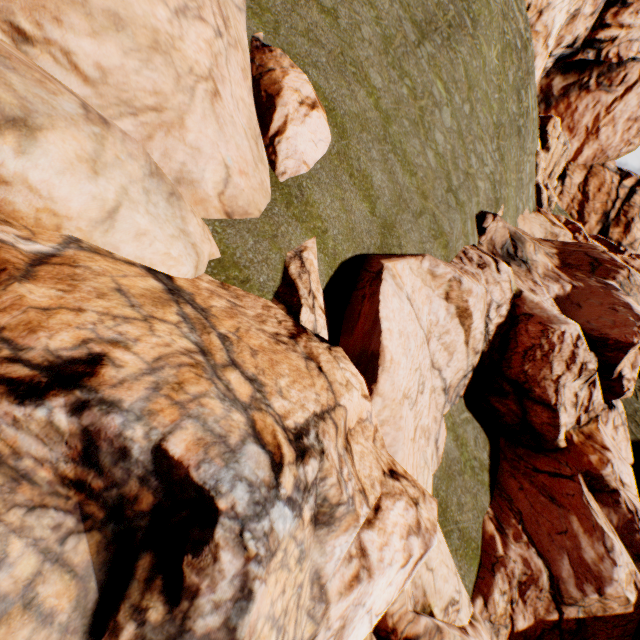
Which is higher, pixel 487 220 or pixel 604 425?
pixel 487 220
